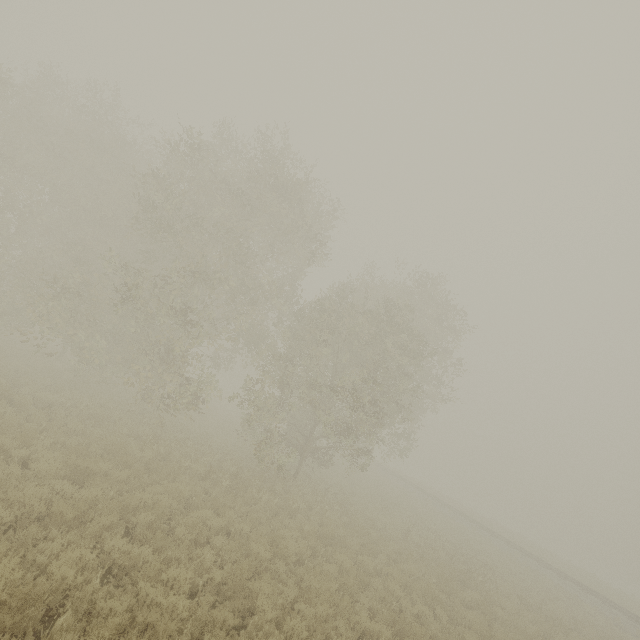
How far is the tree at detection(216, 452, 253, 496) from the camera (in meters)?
12.65

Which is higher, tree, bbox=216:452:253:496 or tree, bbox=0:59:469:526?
tree, bbox=0:59:469:526

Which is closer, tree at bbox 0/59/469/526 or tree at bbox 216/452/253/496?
tree at bbox 216/452/253/496

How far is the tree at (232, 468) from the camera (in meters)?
12.65

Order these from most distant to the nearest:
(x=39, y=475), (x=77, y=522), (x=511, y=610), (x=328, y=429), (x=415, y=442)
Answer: (x=415, y=442), (x=328, y=429), (x=511, y=610), (x=39, y=475), (x=77, y=522)

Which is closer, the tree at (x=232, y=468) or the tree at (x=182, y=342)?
the tree at (x=232, y=468)
